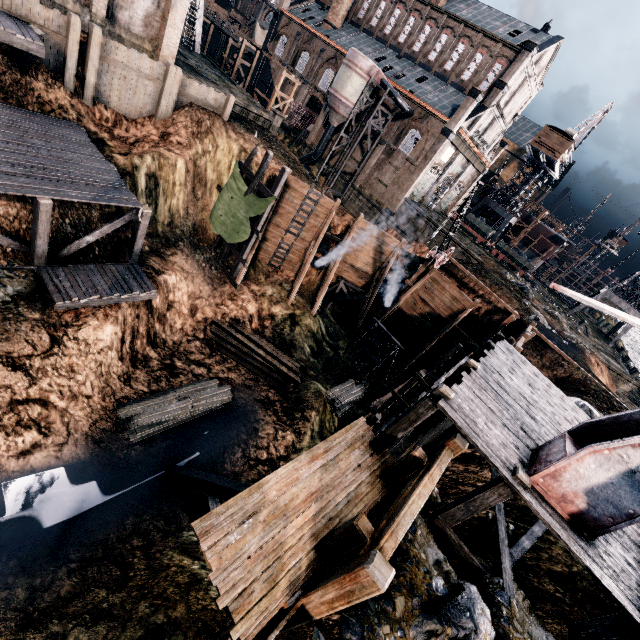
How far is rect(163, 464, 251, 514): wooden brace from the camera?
13.7 meters

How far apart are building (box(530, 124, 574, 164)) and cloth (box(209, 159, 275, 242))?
49.2m

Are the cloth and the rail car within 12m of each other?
no

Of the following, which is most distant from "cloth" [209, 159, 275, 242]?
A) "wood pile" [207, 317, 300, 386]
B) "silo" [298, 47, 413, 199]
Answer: "silo" [298, 47, 413, 199]

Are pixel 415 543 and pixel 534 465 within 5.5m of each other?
yes

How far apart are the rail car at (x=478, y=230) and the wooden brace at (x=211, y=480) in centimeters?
4939cm

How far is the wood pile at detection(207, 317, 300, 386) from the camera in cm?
2522

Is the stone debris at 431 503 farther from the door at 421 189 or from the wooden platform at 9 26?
the door at 421 189
